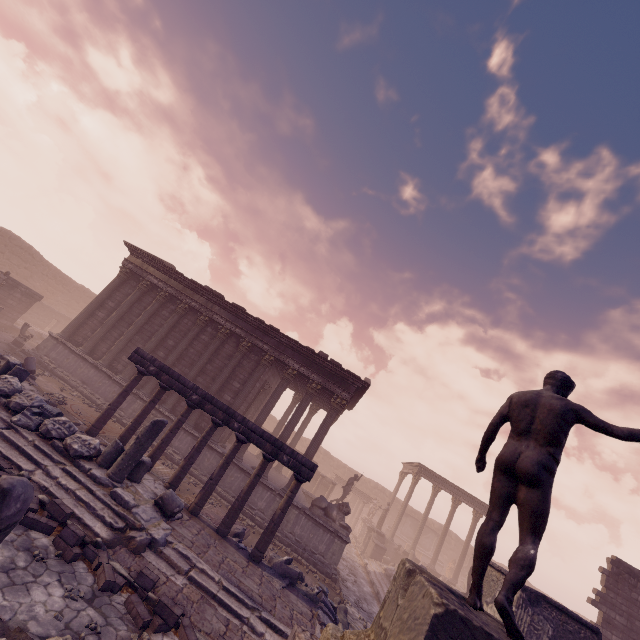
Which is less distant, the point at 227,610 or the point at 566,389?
the point at 566,389

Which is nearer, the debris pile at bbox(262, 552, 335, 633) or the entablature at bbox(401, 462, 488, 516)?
the debris pile at bbox(262, 552, 335, 633)

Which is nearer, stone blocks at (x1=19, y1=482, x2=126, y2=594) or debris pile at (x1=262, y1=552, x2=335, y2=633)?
stone blocks at (x1=19, y1=482, x2=126, y2=594)

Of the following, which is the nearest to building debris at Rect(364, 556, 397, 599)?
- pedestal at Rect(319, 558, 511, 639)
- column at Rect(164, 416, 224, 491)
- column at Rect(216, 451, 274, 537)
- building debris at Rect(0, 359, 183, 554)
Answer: column at Rect(216, 451, 274, 537)

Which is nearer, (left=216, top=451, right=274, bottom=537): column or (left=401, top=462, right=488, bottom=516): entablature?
(left=216, top=451, right=274, bottom=537): column

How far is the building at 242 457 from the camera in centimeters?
1370cm

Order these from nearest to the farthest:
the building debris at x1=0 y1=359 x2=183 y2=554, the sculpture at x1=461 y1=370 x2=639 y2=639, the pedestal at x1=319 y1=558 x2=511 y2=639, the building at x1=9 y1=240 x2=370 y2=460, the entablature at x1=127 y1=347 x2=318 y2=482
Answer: the pedestal at x1=319 y1=558 x2=511 y2=639 → the sculpture at x1=461 y1=370 x2=639 y2=639 → the building debris at x1=0 y1=359 x2=183 y2=554 → the entablature at x1=127 y1=347 x2=318 y2=482 → the building at x1=9 y1=240 x2=370 y2=460

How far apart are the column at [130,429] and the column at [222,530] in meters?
3.9
